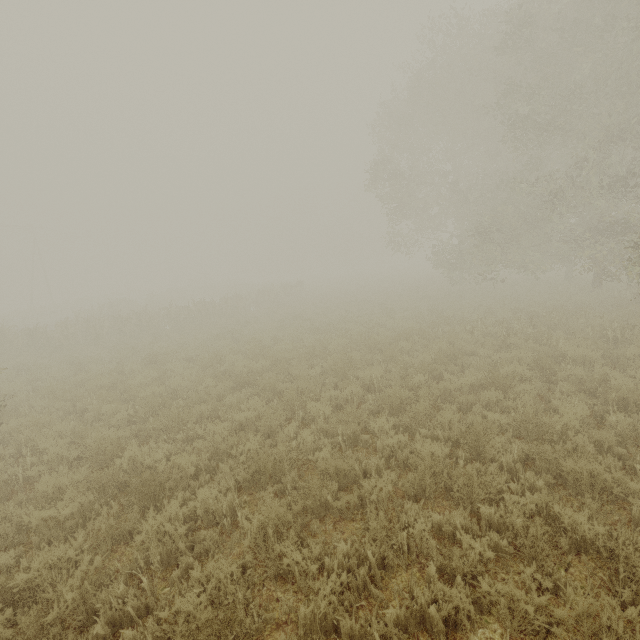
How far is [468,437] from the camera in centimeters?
525cm
